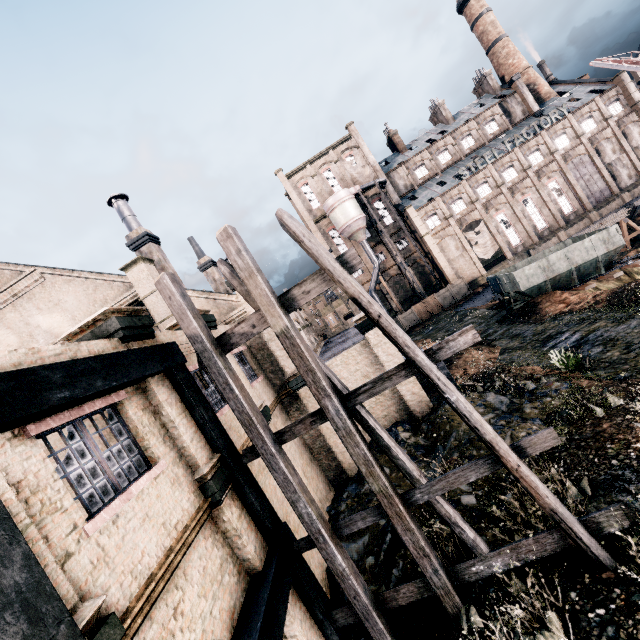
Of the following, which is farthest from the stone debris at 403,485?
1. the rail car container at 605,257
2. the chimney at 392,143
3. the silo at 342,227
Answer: the chimney at 392,143

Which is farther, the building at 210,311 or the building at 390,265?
the building at 390,265

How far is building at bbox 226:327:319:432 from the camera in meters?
13.5

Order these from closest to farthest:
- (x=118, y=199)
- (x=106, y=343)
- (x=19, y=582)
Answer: (x=19, y=582)
(x=106, y=343)
(x=118, y=199)

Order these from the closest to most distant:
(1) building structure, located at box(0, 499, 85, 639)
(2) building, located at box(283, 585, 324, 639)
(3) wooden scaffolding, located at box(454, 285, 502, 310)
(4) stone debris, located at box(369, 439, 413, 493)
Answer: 1. (1) building structure, located at box(0, 499, 85, 639)
2. (2) building, located at box(283, 585, 324, 639)
3. (4) stone debris, located at box(369, 439, 413, 493)
4. (3) wooden scaffolding, located at box(454, 285, 502, 310)

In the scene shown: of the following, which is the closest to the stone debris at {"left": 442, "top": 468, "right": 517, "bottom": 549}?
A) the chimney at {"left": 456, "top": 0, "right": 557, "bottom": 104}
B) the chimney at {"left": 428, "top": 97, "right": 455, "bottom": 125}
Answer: the chimney at {"left": 428, "top": 97, "right": 455, "bottom": 125}

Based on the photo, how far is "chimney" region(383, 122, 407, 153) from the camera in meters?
56.5 m

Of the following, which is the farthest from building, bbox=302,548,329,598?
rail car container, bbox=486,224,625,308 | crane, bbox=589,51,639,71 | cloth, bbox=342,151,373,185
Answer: cloth, bbox=342,151,373,185
